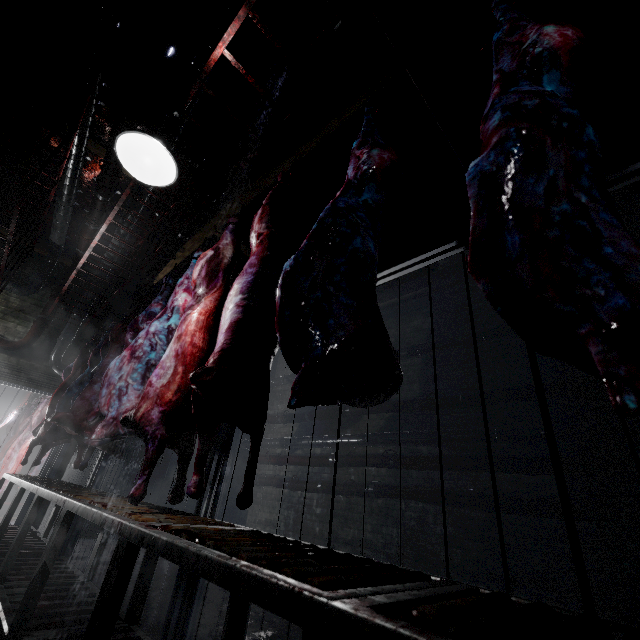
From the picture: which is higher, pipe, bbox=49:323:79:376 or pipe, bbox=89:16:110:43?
pipe, bbox=89:16:110:43

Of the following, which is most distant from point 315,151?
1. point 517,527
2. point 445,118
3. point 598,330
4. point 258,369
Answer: point 517,527

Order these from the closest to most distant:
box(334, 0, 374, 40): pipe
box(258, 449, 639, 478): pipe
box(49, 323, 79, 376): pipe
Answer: box(334, 0, 374, 40): pipe
box(258, 449, 639, 478): pipe
box(49, 323, 79, 376): pipe

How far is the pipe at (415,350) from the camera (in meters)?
4.18

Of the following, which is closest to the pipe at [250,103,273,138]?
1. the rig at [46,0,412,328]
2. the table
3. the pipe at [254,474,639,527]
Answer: the rig at [46,0,412,328]

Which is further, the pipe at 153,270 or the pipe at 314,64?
the pipe at 153,270

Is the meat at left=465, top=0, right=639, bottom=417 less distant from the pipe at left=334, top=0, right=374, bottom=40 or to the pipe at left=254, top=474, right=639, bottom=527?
the pipe at left=334, top=0, right=374, bottom=40

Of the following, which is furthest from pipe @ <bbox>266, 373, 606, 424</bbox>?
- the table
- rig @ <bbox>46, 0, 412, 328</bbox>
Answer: the table
